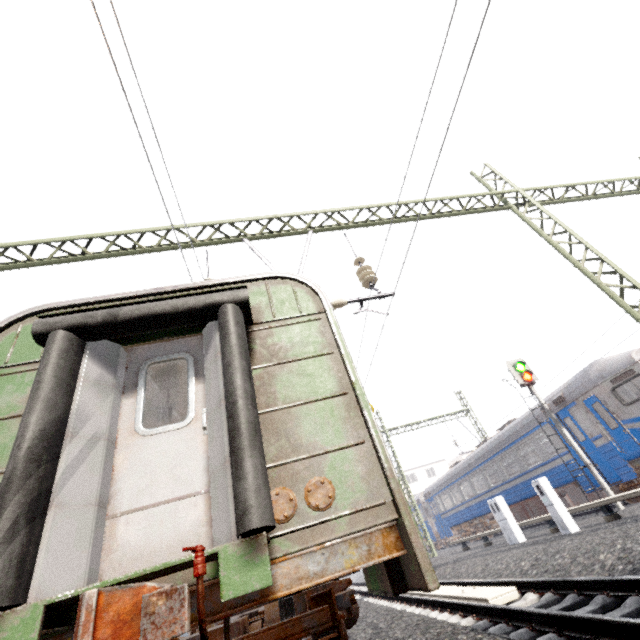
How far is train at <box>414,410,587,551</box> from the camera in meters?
14.7

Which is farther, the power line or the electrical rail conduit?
the power line

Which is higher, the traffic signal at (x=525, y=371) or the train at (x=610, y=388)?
the traffic signal at (x=525, y=371)

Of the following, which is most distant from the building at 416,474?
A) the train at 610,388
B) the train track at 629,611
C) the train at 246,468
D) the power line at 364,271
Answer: the power line at 364,271

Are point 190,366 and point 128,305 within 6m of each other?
yes

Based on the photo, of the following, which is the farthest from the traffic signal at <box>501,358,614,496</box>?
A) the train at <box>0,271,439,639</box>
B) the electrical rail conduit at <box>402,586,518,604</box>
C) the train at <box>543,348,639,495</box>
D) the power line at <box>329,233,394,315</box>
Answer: the train at <box>0,271,439,639</box>

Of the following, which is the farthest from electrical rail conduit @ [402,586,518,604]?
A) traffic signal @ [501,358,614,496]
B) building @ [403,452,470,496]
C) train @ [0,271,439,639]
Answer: building @ [403,452,470,496]

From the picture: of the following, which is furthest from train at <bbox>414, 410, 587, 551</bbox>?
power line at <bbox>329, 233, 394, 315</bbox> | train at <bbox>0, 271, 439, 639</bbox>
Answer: train at <bbox>0, 271, 439, 639</bbox>
